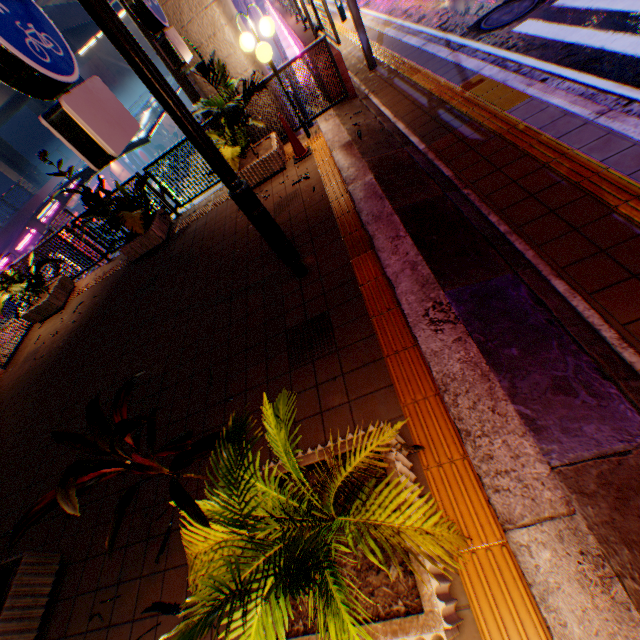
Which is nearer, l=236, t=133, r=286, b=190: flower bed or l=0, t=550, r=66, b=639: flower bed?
l=0, t=550, r=66, b=639: flower bed

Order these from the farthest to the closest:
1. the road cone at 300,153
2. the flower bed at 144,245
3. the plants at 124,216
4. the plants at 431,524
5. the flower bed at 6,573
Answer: the flower bed at 144,245
the plants at 124,216
the road cone at 300,153
the flower bed at 6,573
the plants at 431,524

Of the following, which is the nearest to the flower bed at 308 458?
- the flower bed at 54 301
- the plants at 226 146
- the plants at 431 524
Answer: the plants at 431 524

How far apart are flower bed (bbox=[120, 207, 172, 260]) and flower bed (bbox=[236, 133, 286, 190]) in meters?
2.2

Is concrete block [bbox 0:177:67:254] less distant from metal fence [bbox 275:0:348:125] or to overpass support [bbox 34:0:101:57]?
metal fence [bbox 275:0:348:125]

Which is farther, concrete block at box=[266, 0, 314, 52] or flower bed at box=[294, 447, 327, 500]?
concrete block at box=[266, 0, 314, 52]

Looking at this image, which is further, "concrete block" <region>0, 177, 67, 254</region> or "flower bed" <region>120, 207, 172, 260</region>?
"concrete block" <region>0, 177, 67, 254</region>

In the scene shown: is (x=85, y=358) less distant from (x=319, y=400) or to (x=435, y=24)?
(x=319, y=400)
